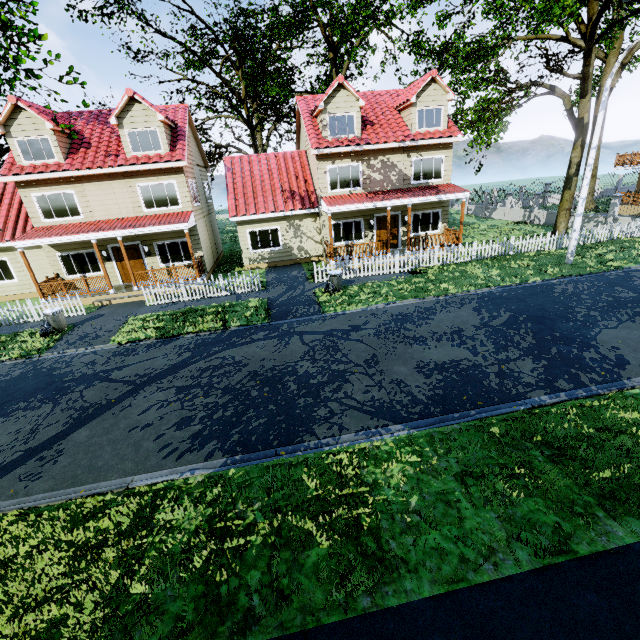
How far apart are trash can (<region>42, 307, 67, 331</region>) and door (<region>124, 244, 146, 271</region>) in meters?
4.9 m

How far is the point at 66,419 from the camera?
8.1 meters

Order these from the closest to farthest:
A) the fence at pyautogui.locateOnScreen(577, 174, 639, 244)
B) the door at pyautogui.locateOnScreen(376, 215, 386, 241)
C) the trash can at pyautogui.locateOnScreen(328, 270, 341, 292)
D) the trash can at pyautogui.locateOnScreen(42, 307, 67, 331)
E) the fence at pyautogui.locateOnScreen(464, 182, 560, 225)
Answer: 1. the trash can at pyautogui.locateOnScreen(42, 307, 67, 331)
2. the trash can at pyautogui.locateOnScreen(328, 270, 341, 292)
3. the fence at pyautogui.locateOnScreen(577, 174, 639, 244)
4. the door at pyautogui.locateOnScreen(376, 215, 386, 241)
5. the fence at pyautogui.locateOnScreen(464, 182, 560, 225)

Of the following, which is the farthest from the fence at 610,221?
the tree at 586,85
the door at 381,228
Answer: the door at 381,228

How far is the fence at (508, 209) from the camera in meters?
25.8 m

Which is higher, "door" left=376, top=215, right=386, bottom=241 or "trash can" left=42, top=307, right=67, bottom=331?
"door" left=376, top=215, right=386, bottom=241

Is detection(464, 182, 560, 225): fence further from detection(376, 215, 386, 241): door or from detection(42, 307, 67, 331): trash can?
detection(376, 215, 386, 241): door

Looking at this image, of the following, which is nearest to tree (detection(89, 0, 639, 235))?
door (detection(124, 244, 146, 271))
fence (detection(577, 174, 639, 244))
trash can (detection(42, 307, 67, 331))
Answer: fence (detection(577, 174, 639, 244))
